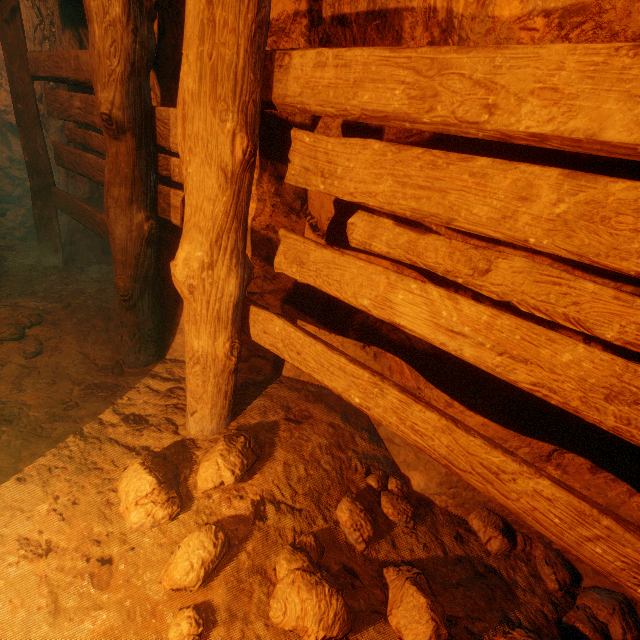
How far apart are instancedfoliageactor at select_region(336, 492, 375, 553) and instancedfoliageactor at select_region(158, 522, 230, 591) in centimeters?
73cm

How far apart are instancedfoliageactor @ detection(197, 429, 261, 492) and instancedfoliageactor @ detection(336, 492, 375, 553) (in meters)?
0.63

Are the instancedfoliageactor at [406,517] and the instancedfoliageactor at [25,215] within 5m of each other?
no

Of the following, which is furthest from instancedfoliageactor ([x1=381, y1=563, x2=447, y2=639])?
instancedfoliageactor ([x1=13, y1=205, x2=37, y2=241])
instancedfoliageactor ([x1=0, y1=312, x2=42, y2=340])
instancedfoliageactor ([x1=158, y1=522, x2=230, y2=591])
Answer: instancedfoliageactor ([x1=13, y1=205, x2=37, y2=241])

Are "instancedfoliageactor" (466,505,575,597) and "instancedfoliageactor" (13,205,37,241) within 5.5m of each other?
no

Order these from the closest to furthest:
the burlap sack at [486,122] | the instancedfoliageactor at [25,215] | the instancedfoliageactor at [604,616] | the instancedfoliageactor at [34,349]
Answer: the burlap sack at [486,122] → the instancedfoliageactor at [604,616] → the instancedfoliageactor at [34,349] → the instancedfoliageactor at [25,215]

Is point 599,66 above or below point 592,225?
above

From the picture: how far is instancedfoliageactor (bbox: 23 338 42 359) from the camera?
2.7m
